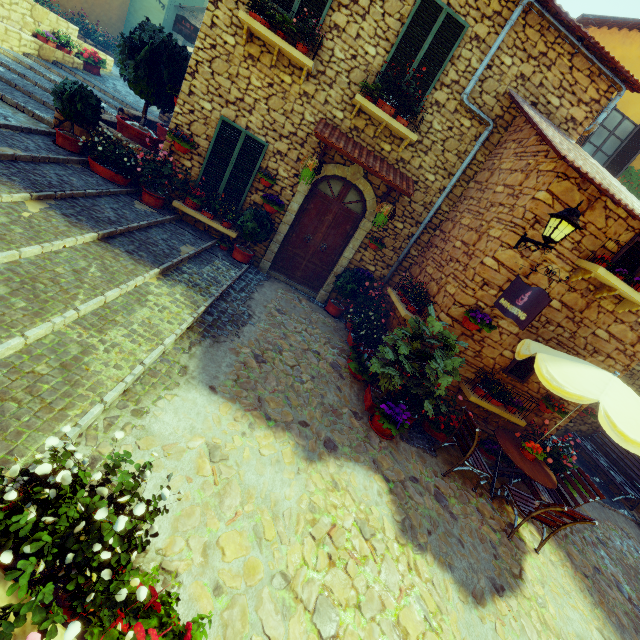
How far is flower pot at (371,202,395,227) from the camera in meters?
7.0 m

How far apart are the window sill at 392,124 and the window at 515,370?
4.79m

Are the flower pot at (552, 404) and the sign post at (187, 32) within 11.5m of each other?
no

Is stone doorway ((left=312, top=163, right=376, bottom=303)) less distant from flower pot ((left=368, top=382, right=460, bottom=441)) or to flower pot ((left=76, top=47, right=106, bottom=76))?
flower pot ((left=368, top=382, right=460, bottom=441))

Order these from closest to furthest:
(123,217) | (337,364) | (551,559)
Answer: (551,559), (123,217), (337,364)

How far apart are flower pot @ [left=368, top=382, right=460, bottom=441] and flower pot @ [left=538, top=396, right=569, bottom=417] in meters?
3.0 m

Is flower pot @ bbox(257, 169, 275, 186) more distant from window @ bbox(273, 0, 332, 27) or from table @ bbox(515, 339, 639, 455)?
table @ bbox(515, 339, 639, 455)

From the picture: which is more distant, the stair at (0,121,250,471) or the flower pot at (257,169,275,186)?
the flower pot at (257,169,275,186)
